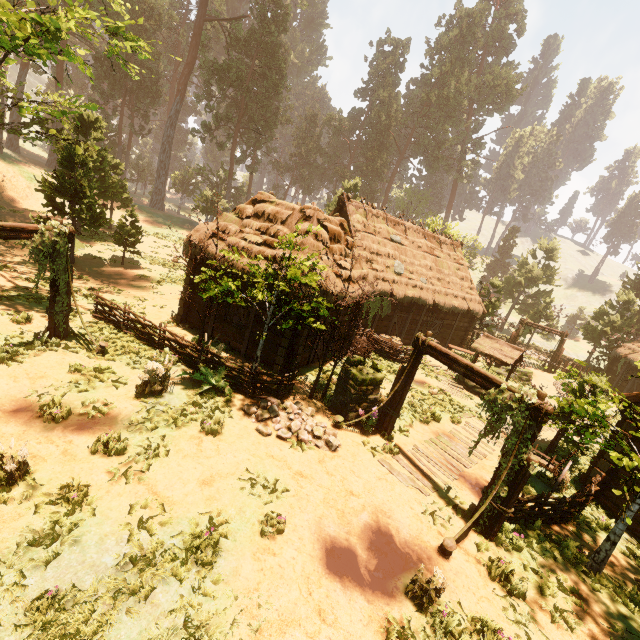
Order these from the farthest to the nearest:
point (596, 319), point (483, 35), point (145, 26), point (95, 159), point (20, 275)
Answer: point (483, 35), point (145, 26), point (596, 319), point (95, 159), point (20, 275)

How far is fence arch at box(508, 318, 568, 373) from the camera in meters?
26.4 m

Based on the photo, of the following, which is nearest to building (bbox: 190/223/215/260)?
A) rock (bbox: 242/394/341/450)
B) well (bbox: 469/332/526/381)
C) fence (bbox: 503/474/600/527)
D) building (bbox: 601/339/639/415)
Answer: fence (bbox: 503/474/600/527)

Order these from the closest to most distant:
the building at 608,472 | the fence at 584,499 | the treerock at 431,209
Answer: the fence at 584,499 → the building at 608,472 → the treerock at 431,209

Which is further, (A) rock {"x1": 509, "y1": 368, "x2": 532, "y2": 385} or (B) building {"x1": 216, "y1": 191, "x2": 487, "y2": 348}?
(A) rock {"x1": 509, "y1": 368, "x2": 532, "y2": 385}

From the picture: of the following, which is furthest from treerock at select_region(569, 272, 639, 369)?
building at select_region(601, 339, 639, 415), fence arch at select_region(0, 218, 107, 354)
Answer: building at select_region(601, 339, 639, 415)

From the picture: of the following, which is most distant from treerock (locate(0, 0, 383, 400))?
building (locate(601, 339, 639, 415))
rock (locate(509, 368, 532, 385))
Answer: rock (locate(509, 368, 532, 385))

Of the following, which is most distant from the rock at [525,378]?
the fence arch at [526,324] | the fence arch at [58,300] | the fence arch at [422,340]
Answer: the fence arch at [58,300]
